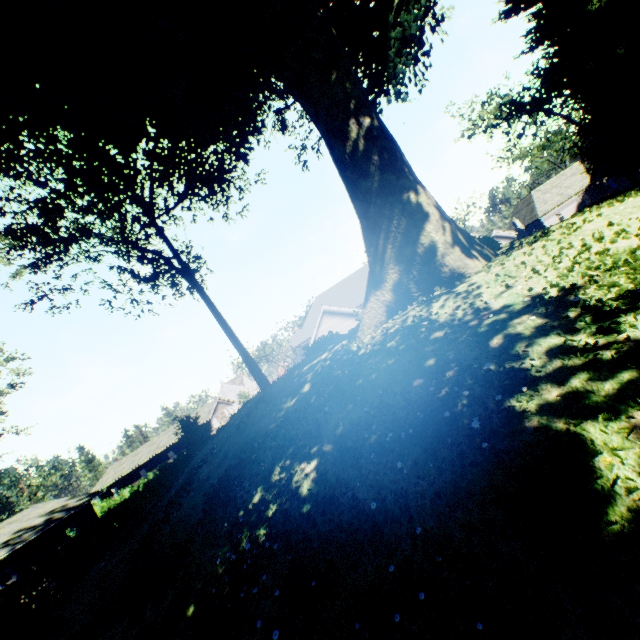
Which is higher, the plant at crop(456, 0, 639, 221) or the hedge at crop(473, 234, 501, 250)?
the plant at crop(456, 0, 639, 221)

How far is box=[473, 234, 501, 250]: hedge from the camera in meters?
13.8 m

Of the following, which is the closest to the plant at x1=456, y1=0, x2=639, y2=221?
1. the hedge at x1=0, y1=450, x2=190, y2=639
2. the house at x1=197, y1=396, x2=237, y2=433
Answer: the hedge at x1=0, y1=450, x2=190, y2=639

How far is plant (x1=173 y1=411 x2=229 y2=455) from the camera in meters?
16.3 m

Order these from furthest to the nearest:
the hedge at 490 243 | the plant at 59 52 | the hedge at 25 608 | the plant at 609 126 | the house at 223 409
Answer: the house at 223 409 → the plant at 609 126 → the hedge at 490 243 → the hedge at 25 608 → the plant at 59 52

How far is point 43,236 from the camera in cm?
1780

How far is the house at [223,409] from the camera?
47.1 meters

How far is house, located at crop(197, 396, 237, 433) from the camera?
47.09m
